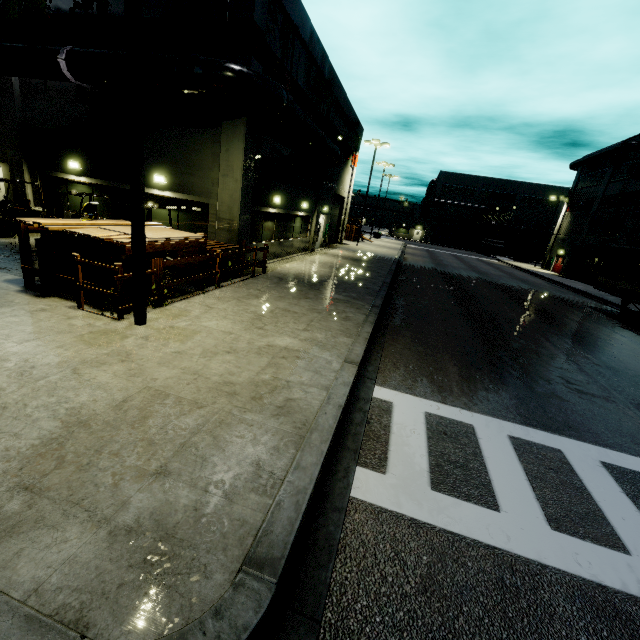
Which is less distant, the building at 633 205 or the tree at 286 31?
the tree at 286 31

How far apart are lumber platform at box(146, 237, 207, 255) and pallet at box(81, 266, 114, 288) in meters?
0.2 m

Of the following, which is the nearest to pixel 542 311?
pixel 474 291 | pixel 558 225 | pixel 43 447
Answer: pixel 474 291

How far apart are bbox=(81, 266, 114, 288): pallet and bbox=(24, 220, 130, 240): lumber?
0.5m

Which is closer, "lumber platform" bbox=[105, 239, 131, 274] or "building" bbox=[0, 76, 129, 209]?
"lumber platform" bbox=[105, 239, 131, 274]

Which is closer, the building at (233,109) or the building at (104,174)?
the building at (233,109)

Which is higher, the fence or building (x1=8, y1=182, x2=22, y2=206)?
building (x1=8, y1=182, x2=22, y2=206)
